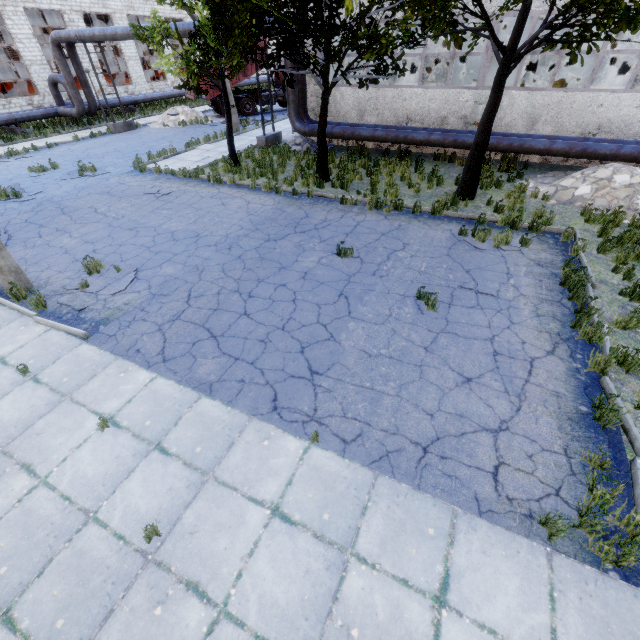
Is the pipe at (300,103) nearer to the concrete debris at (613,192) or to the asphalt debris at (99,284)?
the concrete debris at (613,192)

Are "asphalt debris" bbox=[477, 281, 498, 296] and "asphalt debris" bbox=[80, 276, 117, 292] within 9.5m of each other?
yes

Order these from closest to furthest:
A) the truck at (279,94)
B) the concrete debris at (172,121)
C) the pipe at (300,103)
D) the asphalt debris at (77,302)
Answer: the asphalt debris at (77,302)
the pipe at (300,103)
the concrete debris at (172,121)
the truck at (279,94)

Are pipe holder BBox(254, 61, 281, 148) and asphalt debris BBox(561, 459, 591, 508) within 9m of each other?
no

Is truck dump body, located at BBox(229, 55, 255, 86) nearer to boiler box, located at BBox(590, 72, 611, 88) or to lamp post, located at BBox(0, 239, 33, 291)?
boiler box, located at BBox(590, 72, 611, 88)

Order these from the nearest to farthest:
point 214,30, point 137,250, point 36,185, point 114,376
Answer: point 114,376
point 137,250
point 214,30
point 36,185

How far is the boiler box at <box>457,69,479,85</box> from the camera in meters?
15.0 m

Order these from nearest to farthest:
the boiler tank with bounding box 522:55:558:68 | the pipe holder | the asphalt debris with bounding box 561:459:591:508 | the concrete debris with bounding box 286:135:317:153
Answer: the asphalt debris with bounding box 561:459:591:508 < the pipe holder < the concrete debris with bounding box 286:135:317:153 < the boiler tank with bounding box 522:55:558:68
